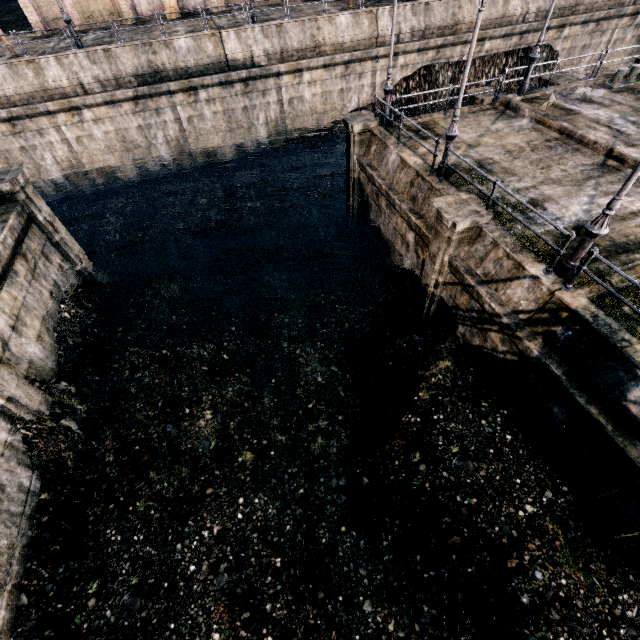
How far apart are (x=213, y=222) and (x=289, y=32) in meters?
15.6 m

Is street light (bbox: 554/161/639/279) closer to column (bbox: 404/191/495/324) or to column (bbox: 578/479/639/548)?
column (bbox: 404/191/495/324)

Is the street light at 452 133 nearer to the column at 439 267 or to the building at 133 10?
the column at 439 267

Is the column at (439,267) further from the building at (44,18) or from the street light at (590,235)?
the building at (44,18)

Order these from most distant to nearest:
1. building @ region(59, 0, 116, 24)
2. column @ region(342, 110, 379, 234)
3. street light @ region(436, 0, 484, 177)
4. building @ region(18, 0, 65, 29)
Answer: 1. building @ region(59, 0, 116, 24)
2. building @ region(18, 0, 65, 29)
3. column @ region(342, 110, 379, 234)
4. street light @ region(436, 0, 484, 177)

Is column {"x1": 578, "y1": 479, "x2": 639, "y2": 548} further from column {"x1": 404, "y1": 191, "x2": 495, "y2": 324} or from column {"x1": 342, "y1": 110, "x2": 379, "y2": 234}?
column {"x1": 342, "y1": 110, "x2": 379, "y2": 234}

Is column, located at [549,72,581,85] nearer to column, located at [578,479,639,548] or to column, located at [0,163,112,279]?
column, located at [578,479,639,548]

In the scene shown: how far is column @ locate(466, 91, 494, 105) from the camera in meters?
16.3 m
